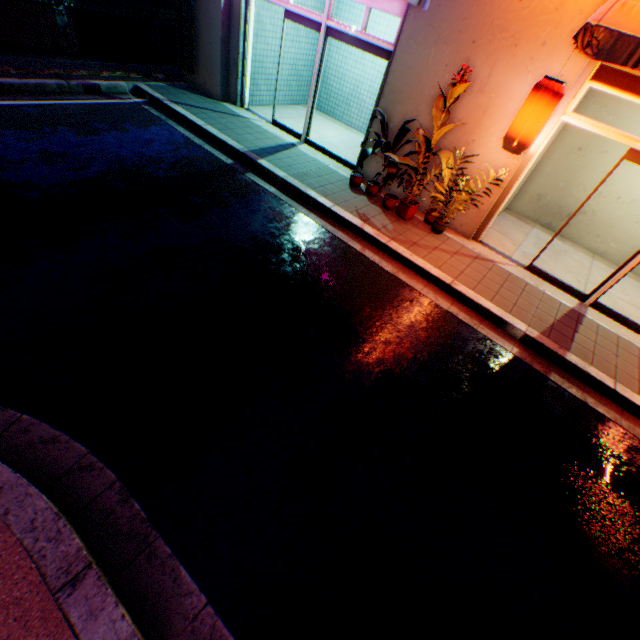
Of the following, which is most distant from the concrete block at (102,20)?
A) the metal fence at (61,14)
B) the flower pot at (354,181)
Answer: the flower pot at (354,181)

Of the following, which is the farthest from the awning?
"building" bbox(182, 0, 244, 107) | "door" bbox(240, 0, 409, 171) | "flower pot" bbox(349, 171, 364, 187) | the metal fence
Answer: the metal fence

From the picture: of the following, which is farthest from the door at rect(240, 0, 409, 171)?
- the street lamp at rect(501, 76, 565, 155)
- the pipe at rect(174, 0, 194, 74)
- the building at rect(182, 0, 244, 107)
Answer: the street lamp at rect(501, 76, 565, 155)

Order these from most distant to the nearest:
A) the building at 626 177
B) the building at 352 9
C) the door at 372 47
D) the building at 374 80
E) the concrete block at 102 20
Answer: the building at 374 80
the building at 352 9
the concrete block at 102 20
the building at 626 177
the door at 372 47

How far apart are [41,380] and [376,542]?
3.46m

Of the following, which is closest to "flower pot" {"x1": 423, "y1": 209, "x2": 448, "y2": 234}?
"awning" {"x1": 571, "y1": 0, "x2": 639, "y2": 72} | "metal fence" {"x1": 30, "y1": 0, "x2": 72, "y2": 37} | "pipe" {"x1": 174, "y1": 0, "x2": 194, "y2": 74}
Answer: "awning" {"x1": 571, "y1": 0, "x2": 639, "y2": 72}

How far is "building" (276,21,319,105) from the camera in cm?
934
